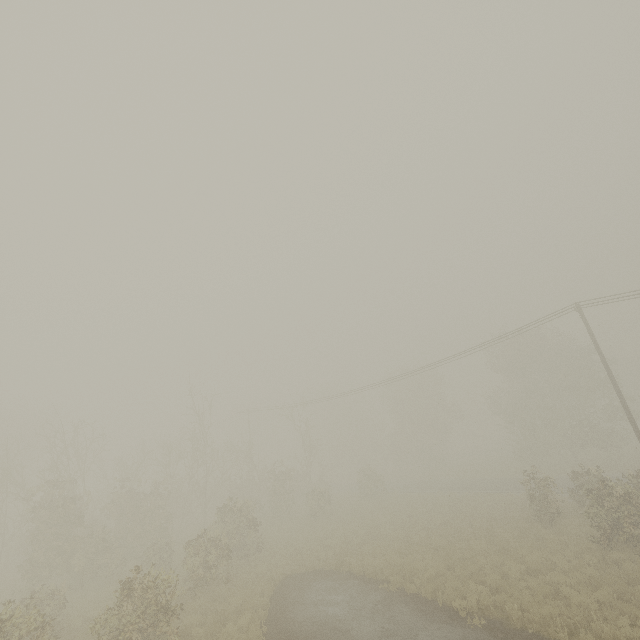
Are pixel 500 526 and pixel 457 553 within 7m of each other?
yes

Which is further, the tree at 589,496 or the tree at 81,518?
the tree at 589,496

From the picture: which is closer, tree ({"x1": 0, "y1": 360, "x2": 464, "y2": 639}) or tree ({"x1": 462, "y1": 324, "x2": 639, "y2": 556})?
tree ({"x1": 0, "y1": 360, "x2": 464, "y2": 639})
